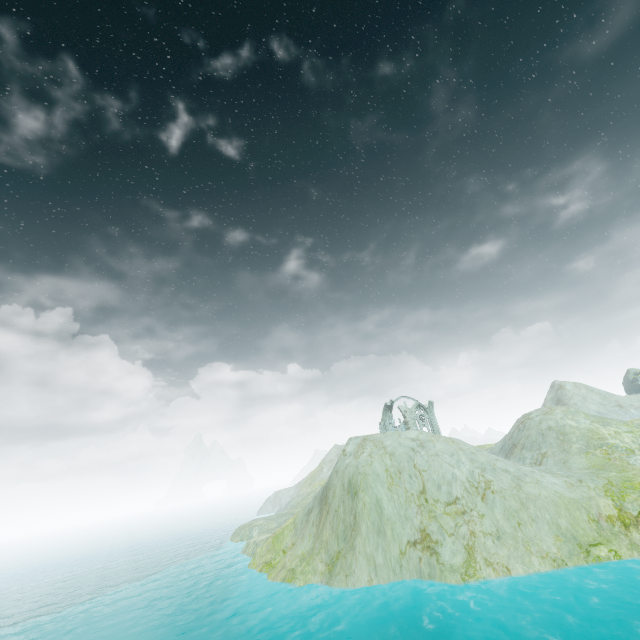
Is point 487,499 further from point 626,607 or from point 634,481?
point 634,481

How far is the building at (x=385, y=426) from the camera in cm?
5069

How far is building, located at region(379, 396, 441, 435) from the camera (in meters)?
50.69
